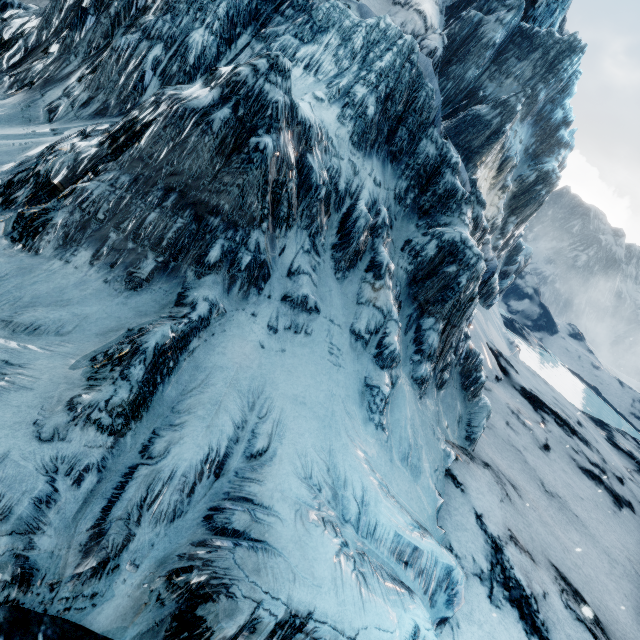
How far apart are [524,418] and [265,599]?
10.9m
